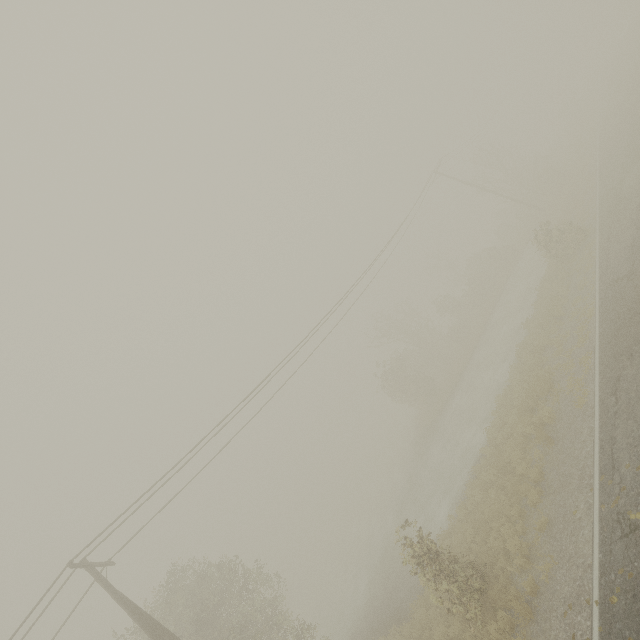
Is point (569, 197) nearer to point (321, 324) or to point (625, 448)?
point (321, 324)
